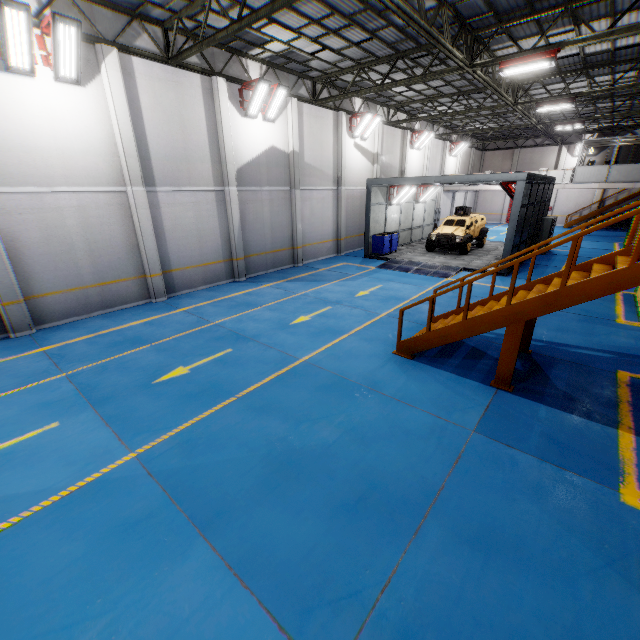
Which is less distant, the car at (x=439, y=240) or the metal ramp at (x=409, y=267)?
the metal ramp at (x=409, y=267)

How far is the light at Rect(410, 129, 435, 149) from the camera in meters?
24.1 m

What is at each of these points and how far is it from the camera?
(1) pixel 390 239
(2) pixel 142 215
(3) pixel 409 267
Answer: (1) toolbox, 19.70m
(2) cement column, 11.30m
(3) metal ramp, 16.97m

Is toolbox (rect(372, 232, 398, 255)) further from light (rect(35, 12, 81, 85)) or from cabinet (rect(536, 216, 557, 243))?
light (rect(35, 12, 81, 85))

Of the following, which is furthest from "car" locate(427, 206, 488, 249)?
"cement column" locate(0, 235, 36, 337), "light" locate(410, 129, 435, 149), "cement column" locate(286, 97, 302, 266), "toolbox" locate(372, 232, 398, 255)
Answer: "cement column" locate(0, 235, 36, 337)

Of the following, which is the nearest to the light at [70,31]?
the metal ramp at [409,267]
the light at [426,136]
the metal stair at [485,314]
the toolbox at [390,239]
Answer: the metal stair at [485,314]

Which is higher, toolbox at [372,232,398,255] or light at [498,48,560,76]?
light at [498,48,560,76]

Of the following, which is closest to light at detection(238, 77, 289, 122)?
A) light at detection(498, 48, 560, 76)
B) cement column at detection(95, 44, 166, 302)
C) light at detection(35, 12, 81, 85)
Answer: cement column at detection(95, 44, 166, 302)
